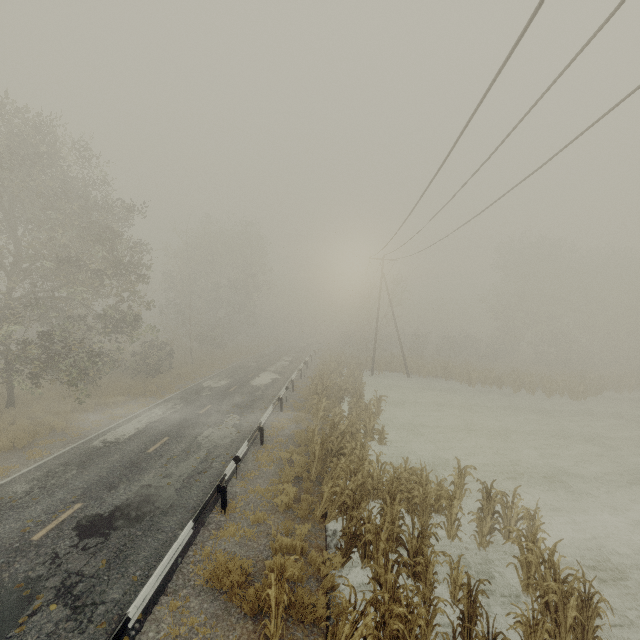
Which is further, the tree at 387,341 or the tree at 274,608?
the tree at 387,341

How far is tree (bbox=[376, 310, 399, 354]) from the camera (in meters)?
38.97

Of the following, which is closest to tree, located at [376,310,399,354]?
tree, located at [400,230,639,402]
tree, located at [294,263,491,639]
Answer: tree, located at [294,263,491,639]

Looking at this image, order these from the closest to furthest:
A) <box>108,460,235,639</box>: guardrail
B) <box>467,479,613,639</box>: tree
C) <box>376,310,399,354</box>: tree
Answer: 1. <box>108,460,235,639</box>: guardrail
2. <box>467,479,613,639</box>: tree
3. <box>376,310,399,354</box>: tree

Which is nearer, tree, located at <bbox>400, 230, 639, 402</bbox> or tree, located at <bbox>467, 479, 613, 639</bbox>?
tree, located at <bbox>467, 479, 613, 639</bbox>

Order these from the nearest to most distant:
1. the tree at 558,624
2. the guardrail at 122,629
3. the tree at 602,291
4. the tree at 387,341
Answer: the guardrail at 122,629, the tree at 558,624, the tree at 602,291, the tree at 387,341

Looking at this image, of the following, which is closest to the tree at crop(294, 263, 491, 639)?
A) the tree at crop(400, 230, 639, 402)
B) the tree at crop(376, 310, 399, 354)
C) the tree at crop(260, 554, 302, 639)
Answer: the tree at crop(260, 554, 302, 639)

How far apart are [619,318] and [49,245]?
56.7m
